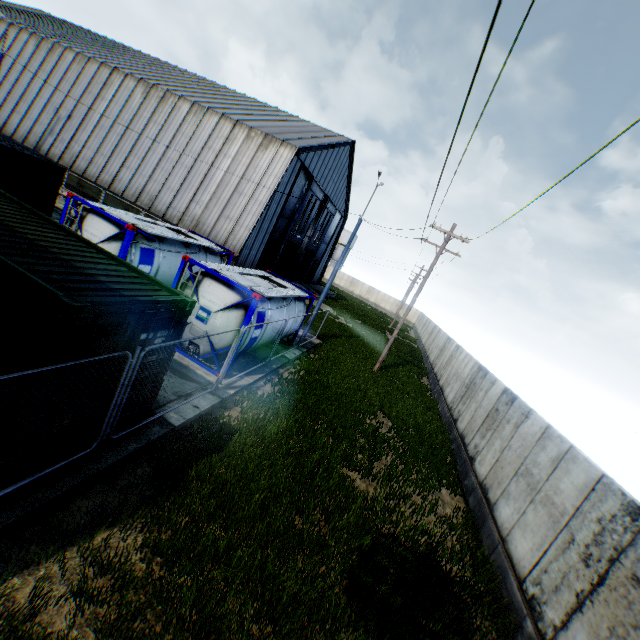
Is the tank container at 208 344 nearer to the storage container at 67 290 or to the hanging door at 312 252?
the storage container at 67 290

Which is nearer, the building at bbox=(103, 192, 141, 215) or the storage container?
the storage container

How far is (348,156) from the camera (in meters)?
36.00

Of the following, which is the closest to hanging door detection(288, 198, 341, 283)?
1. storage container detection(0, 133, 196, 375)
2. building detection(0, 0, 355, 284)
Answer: building detection(0, 0, 355, 284)

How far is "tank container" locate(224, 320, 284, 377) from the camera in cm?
1051

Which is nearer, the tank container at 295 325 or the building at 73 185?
the tank container at 295 325

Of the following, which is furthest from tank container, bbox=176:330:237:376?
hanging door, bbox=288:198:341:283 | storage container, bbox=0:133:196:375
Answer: hanging door, bbox=288:198:341:283
